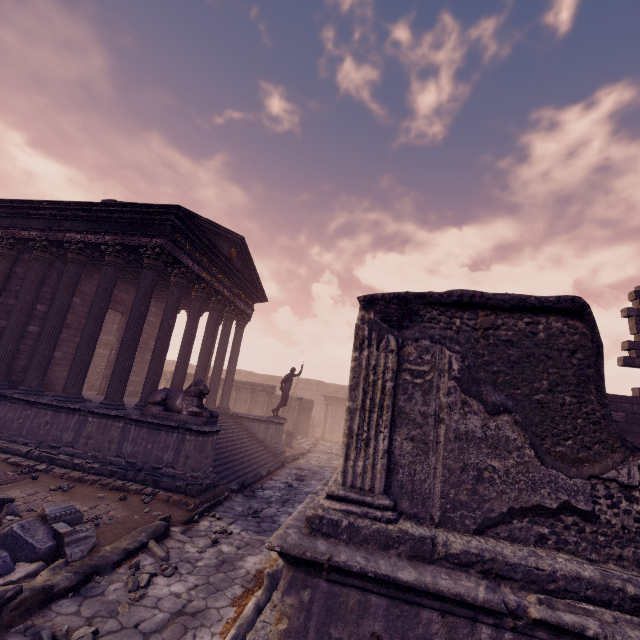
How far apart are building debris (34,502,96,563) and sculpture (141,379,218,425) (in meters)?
3.01

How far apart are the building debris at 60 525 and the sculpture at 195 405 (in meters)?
3.01

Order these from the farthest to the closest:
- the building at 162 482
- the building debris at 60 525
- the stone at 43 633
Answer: the building at 162 482 → the building debris at 60 525 → the stone at 43 633

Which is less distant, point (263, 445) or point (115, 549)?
point (115, 549)

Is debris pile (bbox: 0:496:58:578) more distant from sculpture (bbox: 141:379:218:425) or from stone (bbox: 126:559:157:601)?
sculpture (bbox: 141:379:218:425)

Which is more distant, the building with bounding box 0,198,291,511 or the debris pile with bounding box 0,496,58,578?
the building with bounding box 0,198,291,511

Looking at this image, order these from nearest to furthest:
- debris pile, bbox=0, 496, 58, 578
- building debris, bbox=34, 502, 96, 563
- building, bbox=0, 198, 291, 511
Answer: debris pile, bbox=0, 496, 58, 578 → building debris, bbox=34, 502, 96, 563 → building, bbox=0, 198, 291, 511

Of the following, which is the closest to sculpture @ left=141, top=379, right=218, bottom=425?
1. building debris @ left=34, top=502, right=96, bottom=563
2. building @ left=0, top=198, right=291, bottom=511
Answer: building @ left=0, top=198, right=291, bottom=511
